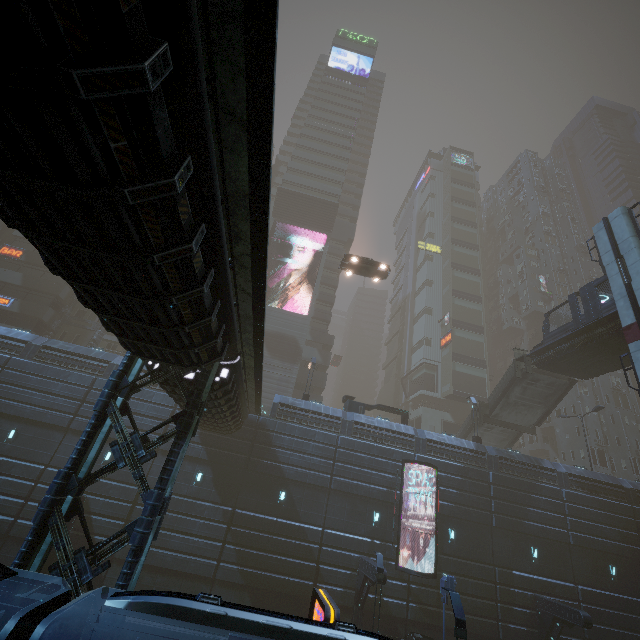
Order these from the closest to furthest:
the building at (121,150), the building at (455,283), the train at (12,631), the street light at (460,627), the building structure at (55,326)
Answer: the building at (121,150), the train at (12,631), the street light at (460,627), the building at (455,283), the building structure at (55,326)

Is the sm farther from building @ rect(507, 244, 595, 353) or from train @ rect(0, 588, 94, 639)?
train @ rect(0, 588, 94, 639)

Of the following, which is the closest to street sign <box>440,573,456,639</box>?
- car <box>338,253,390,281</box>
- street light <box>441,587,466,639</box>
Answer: street light <box>441,587,466,639</box>

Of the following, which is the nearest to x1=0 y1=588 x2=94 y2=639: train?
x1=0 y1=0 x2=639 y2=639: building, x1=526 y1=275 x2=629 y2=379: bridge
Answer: x1=0 y1=0 x2=639 y2=639: building

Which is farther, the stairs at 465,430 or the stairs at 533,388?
the stairs at 465,430

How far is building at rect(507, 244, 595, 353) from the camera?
54.9m

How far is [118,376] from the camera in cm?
1041

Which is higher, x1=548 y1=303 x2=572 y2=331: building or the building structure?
x1=548 y1=303 x2=572 y2=331: building
